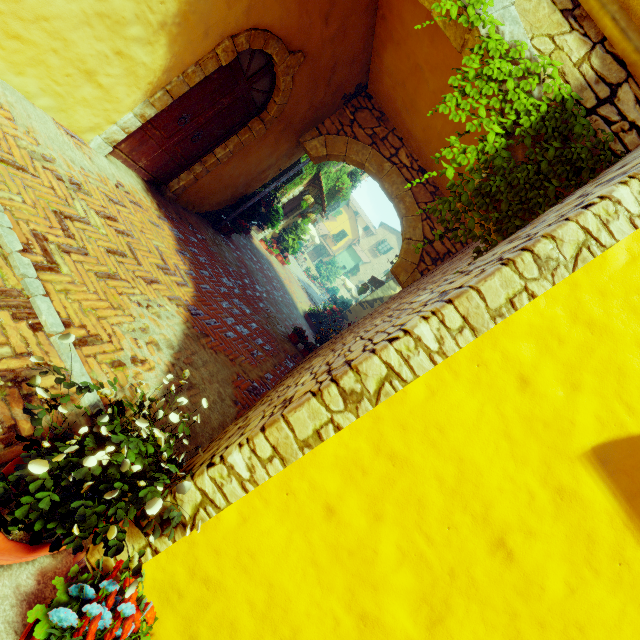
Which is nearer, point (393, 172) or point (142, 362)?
point (142, 362)

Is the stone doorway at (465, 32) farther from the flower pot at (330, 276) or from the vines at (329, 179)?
the flower pot at (330, 276)

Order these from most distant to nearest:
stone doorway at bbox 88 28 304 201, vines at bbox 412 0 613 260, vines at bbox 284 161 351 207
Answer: vines at bbox 284 161 351 207 → stone doorway at bbox 88 28 304 201 → vines at bbox 412 0 613 260

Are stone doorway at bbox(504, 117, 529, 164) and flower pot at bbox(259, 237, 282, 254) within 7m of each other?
no

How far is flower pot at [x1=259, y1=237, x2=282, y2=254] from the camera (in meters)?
13.75

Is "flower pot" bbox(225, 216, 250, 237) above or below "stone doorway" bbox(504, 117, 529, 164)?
below

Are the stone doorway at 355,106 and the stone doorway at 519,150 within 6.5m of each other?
yes

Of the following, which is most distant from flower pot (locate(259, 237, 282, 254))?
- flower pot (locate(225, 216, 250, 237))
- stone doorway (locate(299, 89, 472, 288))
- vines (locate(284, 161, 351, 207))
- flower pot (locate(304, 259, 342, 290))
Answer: flower pot (locate(304, 259, 342, 290))
